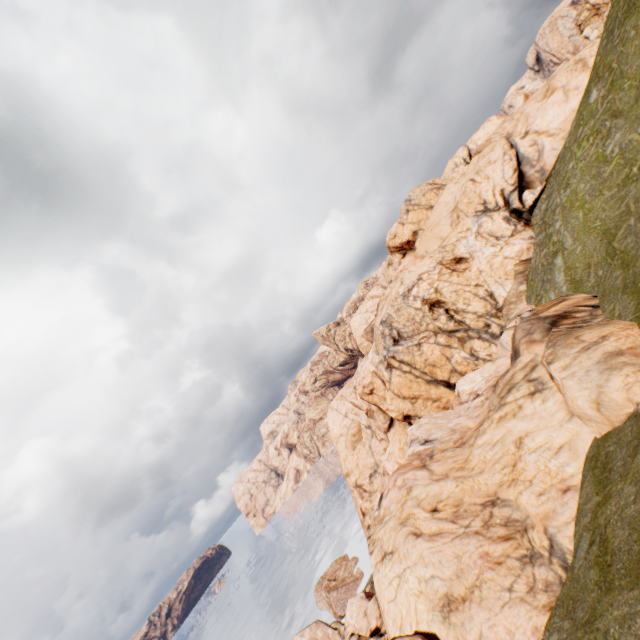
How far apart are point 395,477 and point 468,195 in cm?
3314
